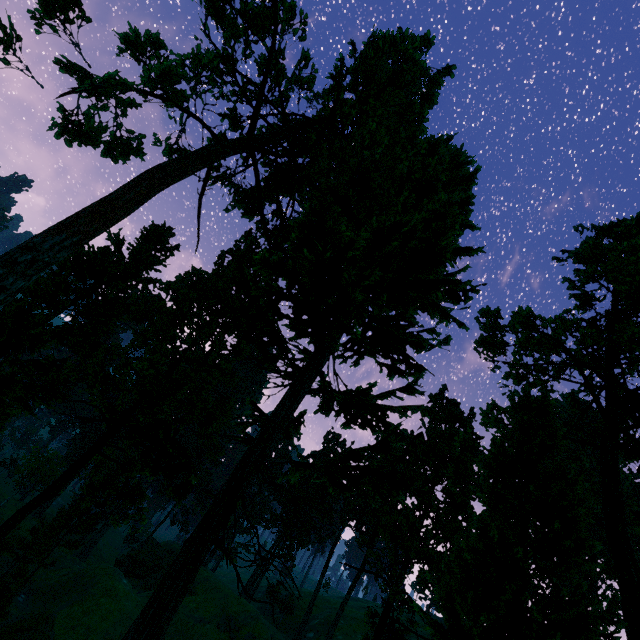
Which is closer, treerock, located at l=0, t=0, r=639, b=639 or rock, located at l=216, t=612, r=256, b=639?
treerock, located at l=0, t=0, r=639, b=639

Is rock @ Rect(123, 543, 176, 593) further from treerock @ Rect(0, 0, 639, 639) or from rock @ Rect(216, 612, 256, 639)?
rock @ Rect(216, 612, 256, 639)

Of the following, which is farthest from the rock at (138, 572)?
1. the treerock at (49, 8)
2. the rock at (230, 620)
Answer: the rock at (230, 620)

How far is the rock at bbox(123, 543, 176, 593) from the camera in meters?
51.3

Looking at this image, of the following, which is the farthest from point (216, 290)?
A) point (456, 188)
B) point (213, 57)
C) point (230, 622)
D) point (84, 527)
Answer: point (230, 622)

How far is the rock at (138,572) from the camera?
51.3 meters

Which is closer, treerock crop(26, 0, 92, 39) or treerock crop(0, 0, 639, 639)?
treerock crop(0, 0, 639, 639)

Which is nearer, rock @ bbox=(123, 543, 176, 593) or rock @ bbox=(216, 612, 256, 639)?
rock @ bbox=(216, 612, 256, 639)
